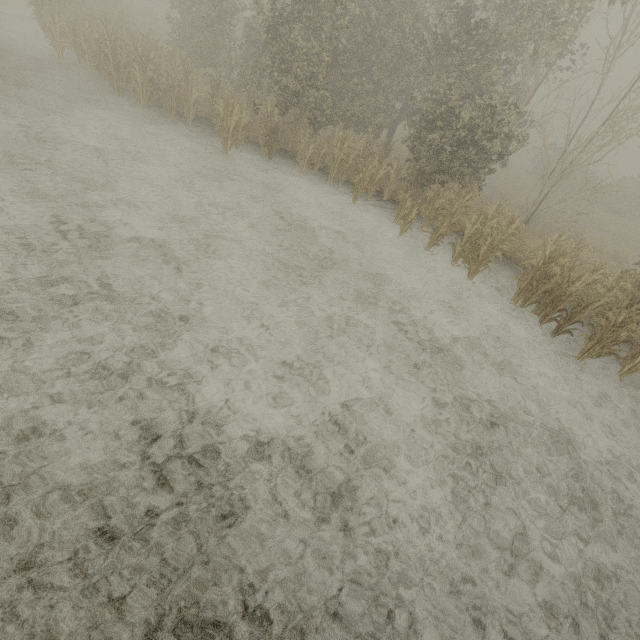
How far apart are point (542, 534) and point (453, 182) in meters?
11.2
